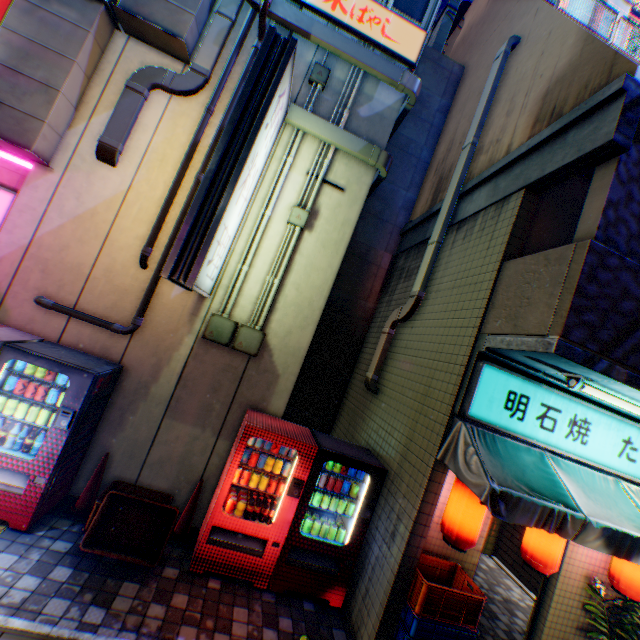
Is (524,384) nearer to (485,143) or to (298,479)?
(298,479)

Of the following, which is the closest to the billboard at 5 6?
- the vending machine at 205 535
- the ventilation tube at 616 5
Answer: the vending machine at 205 535

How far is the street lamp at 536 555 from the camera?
4.3 meters

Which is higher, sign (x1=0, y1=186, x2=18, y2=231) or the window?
the window

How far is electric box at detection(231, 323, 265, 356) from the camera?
5.0m

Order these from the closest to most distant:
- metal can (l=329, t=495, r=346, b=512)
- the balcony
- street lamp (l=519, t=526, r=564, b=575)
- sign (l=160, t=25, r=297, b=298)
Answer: the balcony → sign (l=160, t=25, r=297, b=298) → street lamp (l=519, t=526, r=564, b=575) → metal can (l=329, t=495, r=346, b=512)

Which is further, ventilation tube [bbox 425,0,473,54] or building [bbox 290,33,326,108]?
ventilation tube [bbox 425,0,473,54]

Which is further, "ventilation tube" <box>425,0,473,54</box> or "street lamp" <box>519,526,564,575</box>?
"ventilation tube" <box>425,0,473,54</box>
